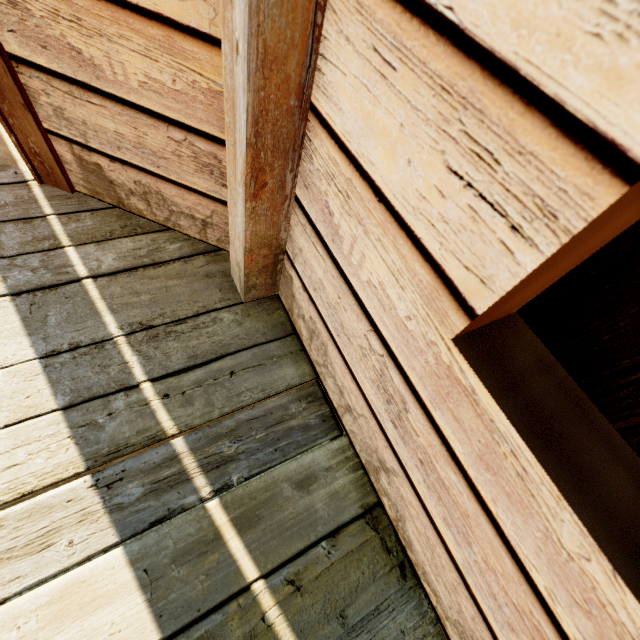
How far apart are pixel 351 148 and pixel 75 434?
1.2m
